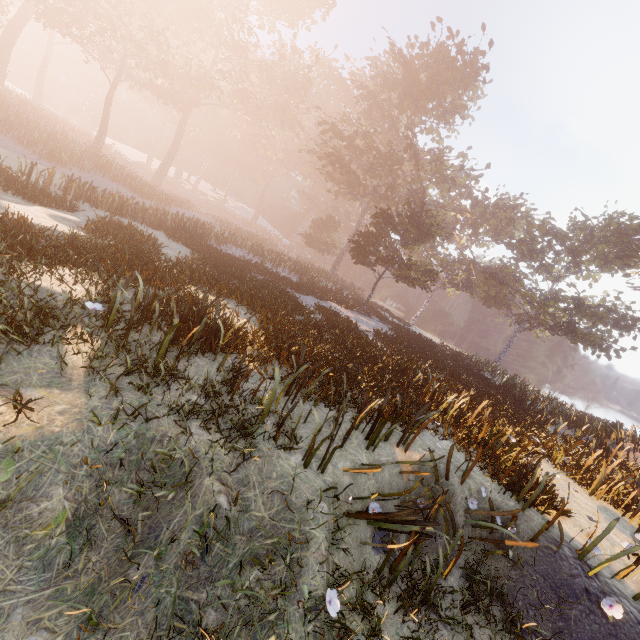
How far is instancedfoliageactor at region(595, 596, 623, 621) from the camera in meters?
5.0 m

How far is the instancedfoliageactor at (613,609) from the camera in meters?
5.0 m

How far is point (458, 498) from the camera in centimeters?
625cm
